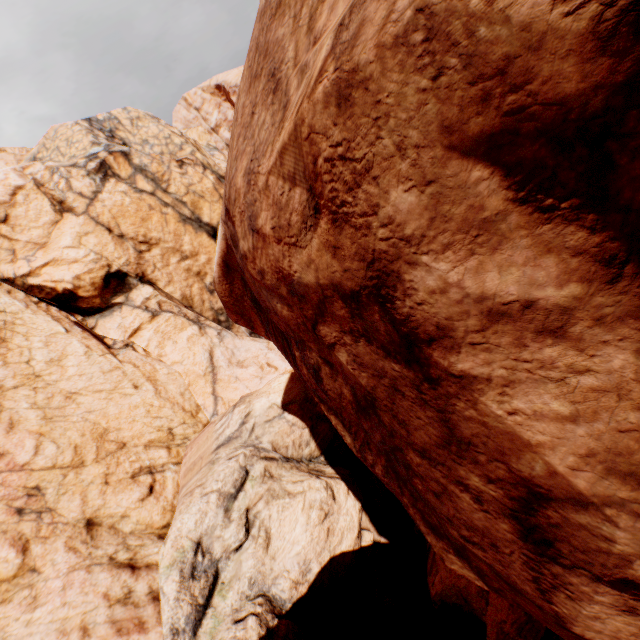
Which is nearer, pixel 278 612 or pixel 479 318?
pixel 479 318
